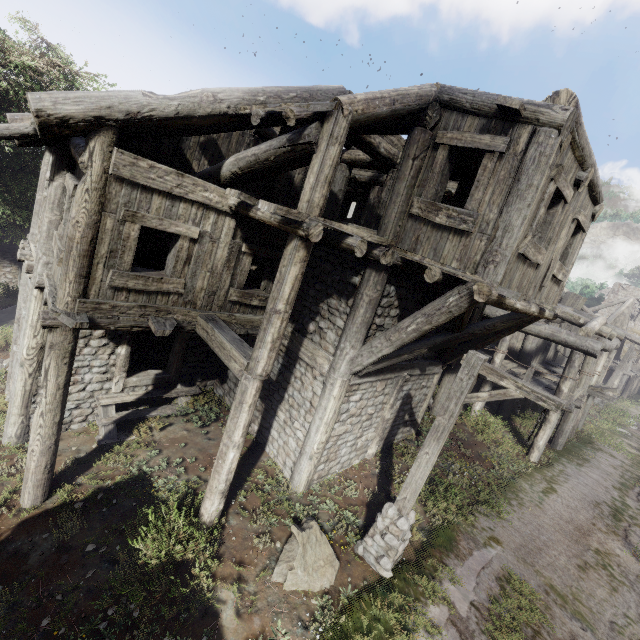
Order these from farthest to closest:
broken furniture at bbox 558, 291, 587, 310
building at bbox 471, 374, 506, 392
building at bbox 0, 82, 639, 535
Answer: broken furniture at bbox 558, 291, 587, 310, building at bbox 471, 374, 506, 392, building at bbox 0, 82, 639, 535

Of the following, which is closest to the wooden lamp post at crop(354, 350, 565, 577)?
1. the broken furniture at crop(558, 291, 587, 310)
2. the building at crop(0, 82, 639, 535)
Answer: the building at crop(0, 82, 639, 535)

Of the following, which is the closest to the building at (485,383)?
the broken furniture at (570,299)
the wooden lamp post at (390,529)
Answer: the broken furniture at (570,299)

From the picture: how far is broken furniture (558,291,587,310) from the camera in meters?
18.1 m

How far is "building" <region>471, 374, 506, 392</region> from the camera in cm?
1321

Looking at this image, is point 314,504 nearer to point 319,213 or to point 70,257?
point 319,213

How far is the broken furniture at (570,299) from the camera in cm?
1809
